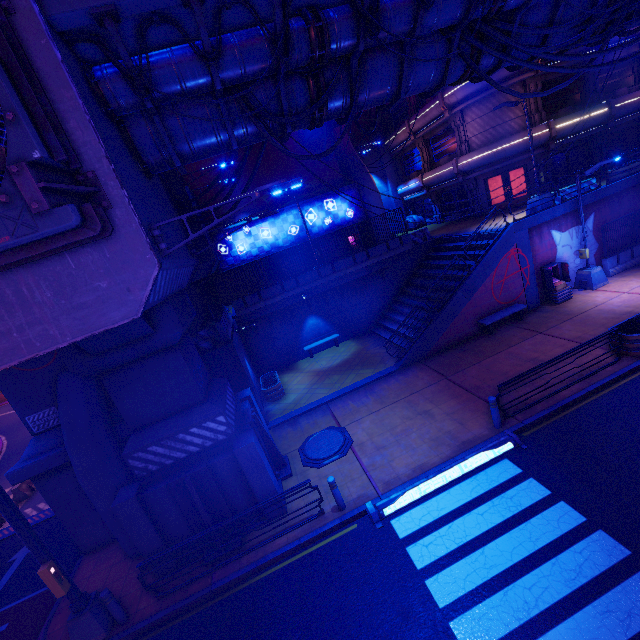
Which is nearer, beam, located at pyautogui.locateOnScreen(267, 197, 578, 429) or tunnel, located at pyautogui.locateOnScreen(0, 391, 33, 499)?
beam, located at pyautogui.locateOnScreen(267, 197, 578, 429)

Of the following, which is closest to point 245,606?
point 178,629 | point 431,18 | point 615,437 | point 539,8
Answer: point 178,629

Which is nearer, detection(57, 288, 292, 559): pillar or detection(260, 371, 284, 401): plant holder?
detection(57, 288, 292, 559): pillar

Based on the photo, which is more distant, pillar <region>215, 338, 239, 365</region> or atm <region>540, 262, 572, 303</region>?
atm <region>540, 262, 572, 303</region>

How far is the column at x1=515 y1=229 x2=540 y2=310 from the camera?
16.0 meters

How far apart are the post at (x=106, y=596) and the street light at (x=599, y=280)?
22.6m

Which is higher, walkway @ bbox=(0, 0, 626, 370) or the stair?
walkway @ bbox=(0, 0, 626, 370)

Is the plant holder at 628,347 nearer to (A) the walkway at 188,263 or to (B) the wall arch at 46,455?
(A) the walkway at 188,263
